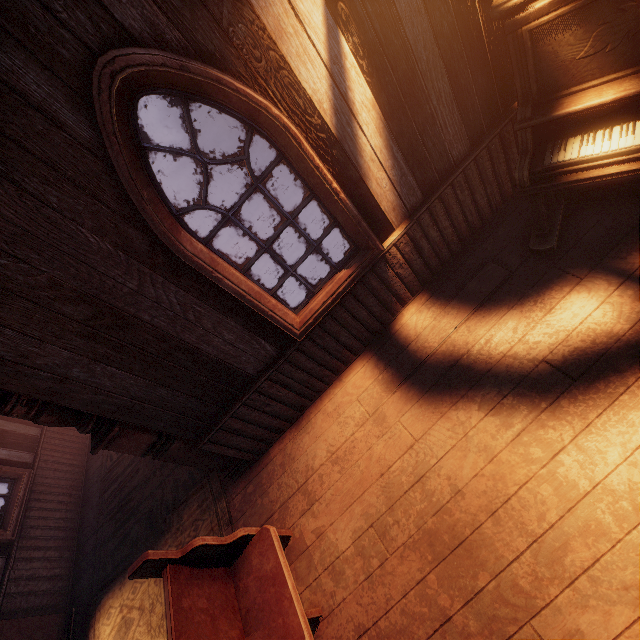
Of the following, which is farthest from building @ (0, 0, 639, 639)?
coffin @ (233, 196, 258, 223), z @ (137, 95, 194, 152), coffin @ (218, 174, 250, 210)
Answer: coffin @ (218, 174, 250, 210)

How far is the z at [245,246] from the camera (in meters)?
8.72

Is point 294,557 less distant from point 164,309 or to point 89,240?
point 164,309

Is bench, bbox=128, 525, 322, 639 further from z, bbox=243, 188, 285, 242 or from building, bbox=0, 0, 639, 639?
z, bbox=243, 188, 285, 242

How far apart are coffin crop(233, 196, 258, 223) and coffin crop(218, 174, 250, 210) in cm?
26

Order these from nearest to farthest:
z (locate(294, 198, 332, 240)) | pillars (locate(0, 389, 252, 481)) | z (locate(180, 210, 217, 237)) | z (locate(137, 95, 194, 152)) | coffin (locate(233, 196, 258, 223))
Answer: pillars (locate(0, 389, 252, 481)) < z (locate(294, 198, 332, 240)) < coffin (locate(233, 196, 258, 223)) < z (locate(180, 210, 217, 237)) < z (locate(137, 95, 194, 152))

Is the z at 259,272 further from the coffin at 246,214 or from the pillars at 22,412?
the pillars at 22,412
